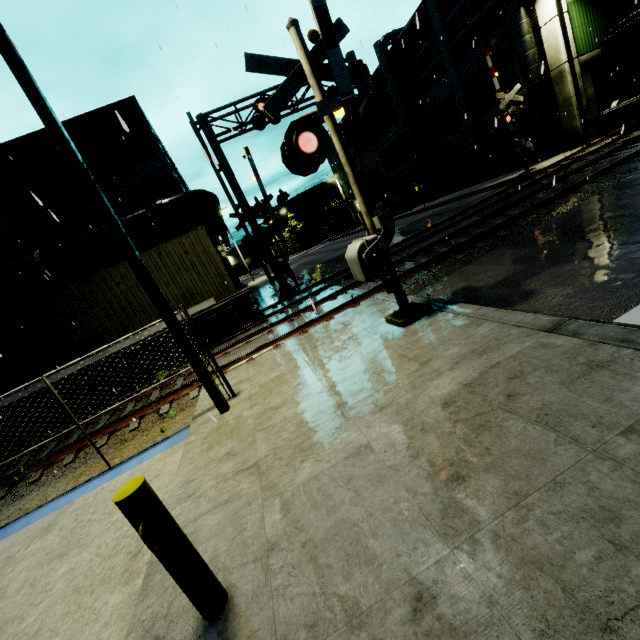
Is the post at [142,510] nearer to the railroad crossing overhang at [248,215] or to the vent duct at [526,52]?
the railroad crossing overhang at [248,215]

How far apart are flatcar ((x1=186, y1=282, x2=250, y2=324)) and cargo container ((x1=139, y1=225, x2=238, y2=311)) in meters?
0.0

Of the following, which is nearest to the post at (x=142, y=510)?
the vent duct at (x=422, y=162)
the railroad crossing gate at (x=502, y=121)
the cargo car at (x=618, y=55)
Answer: the cargo car at (x=618, y=55)

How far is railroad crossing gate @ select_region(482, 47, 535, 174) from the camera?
18.99m

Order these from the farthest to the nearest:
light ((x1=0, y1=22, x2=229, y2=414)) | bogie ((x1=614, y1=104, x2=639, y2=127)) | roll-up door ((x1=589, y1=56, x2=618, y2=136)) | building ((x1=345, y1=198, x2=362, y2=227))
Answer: building ((x1=345, y1=198, x2=362, y2=227))
roll-up door ((x1=589, y1=56, x2=618, y2=136))
bogie ((x1=614, y1=104, x2=639, y2=127))
light ((x1=0, y1=22, x2=229, y2=414))

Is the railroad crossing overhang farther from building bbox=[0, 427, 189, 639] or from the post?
the post

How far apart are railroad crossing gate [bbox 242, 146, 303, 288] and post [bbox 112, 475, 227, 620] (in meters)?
15.38

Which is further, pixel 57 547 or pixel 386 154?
pixel 386 154
